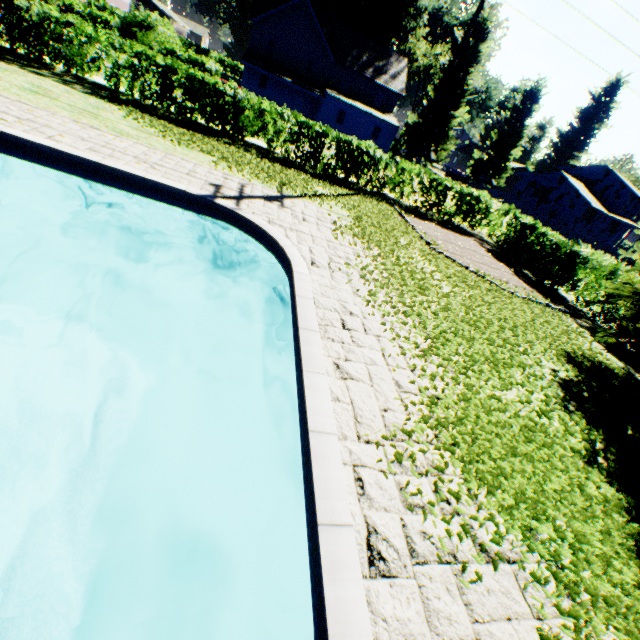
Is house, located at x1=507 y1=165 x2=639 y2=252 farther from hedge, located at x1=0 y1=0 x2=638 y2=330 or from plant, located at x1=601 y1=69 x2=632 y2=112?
hedge, located at x1=0 y1=0 x2=638 y2=330

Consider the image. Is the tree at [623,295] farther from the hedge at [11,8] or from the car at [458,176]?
the car at [458,176]

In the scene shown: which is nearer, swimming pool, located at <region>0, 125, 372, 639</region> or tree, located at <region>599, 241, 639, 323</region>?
swimming pool, located at <region>0, 125, 372, 639</region>

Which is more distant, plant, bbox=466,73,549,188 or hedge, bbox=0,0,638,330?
plant, bbox=466,73,549,188

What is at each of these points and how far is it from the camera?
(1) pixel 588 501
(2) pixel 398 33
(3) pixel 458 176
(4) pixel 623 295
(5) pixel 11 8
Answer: (1) plant, 3.8 meters
(2) plant, 43.9 meters
(3) car, 50.4 meters
(4) tree, 7.6 meters
(5) hedge, 10.2 meters

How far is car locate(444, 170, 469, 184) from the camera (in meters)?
50.22

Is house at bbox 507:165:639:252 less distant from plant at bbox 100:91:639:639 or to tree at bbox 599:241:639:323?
plant at bbox 100:91:639:639

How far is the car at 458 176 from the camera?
50.22m
